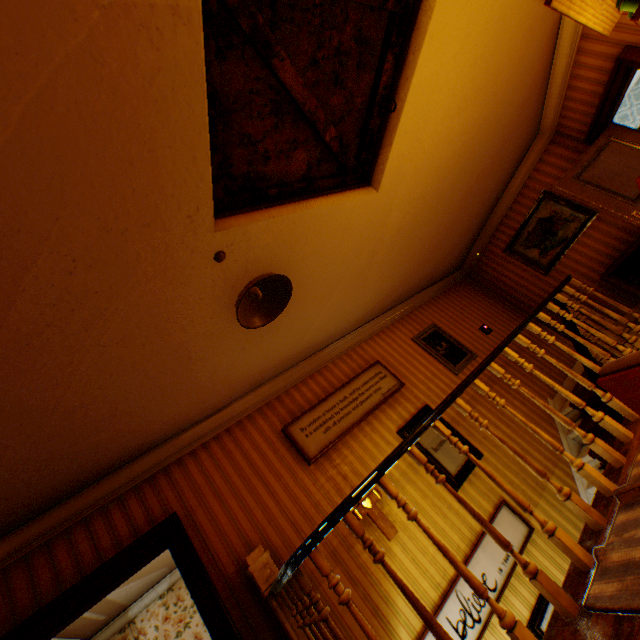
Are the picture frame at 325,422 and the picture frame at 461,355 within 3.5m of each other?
yes

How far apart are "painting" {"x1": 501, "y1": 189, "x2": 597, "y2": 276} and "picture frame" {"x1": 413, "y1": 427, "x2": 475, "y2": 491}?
4.0m

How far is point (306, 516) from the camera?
3.6m

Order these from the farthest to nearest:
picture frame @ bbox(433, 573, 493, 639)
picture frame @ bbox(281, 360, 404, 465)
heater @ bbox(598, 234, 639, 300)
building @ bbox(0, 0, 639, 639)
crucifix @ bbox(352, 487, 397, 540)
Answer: heater @ bbox(598, 234, 639, 300), picture frame @ bbox(281, 360, 404, 465), crucifix @ bbox(352, 487, 397, 540), picture frame @ bbox(433, 573, 493, 639), building @ bbox(0, 0, 639, 639)

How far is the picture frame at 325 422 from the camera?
4.15m

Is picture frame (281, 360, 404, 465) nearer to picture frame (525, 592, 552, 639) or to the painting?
picture frame (525, 592, 552, 639)

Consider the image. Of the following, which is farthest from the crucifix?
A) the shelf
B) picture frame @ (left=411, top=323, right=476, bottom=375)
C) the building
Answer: the shelf

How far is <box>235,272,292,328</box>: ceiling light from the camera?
2.23m
